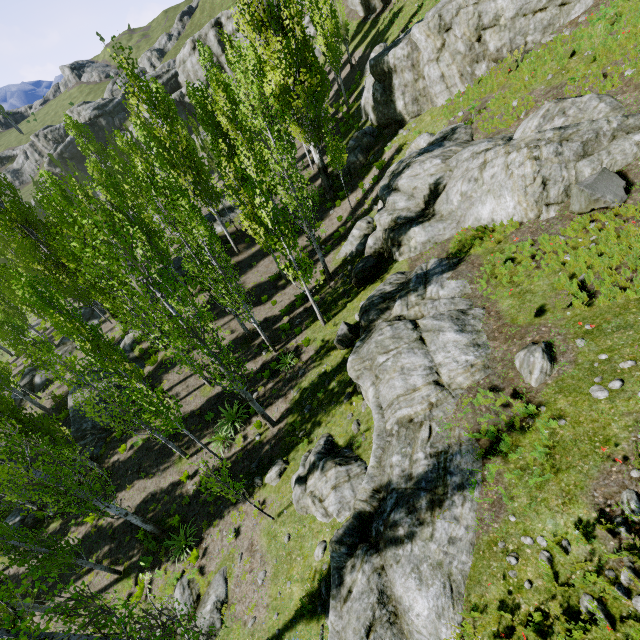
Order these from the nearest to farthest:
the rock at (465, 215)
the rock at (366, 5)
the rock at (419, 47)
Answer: the rock at (465, 215)
the rock at (419, 47)
the rock at (366, 5)

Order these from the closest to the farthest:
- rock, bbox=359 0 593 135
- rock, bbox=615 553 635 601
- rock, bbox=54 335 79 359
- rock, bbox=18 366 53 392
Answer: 1. rock, bbox=615 553 635 601
2. rock, bbox=359 0 593 135
3. rock, bbox=18 366 53 392
4. rock, bbox=54 335 79 359

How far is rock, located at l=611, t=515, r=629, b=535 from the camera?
4.8 meters

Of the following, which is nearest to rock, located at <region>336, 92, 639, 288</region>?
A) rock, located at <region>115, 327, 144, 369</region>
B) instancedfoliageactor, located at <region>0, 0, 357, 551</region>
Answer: instancedfoliageactor, located at <region>0, 0, 357, 551</region>

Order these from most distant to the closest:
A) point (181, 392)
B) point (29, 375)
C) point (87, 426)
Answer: point (29, 375)
point (87, 426)
point (181, 392)

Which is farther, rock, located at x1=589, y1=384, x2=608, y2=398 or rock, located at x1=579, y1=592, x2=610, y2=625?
rock, located at x1=589, y1=384, x2=608, y2=398

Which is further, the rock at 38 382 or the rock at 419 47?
the rock at 38 382

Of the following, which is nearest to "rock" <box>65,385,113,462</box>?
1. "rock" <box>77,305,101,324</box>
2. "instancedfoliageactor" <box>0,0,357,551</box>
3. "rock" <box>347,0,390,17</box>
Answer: "instancedfoliageactor" <box>0,0,357,551</box>
